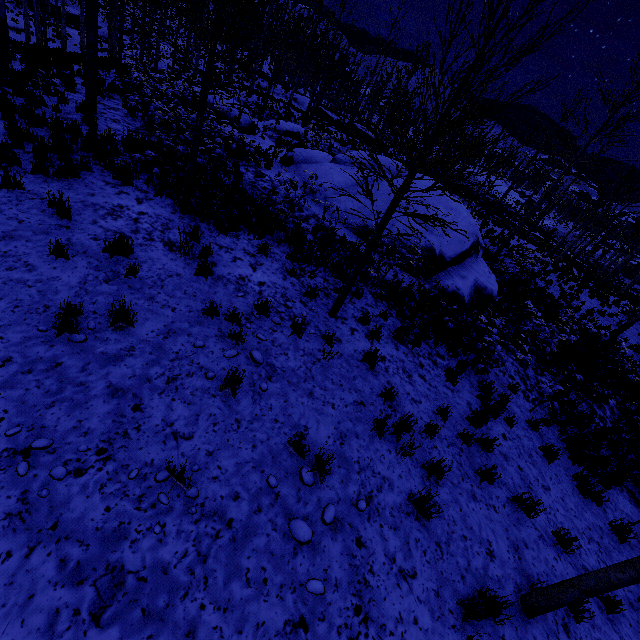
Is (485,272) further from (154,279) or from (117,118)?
(117,118)

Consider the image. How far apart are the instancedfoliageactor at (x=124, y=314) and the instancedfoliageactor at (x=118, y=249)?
1.3m

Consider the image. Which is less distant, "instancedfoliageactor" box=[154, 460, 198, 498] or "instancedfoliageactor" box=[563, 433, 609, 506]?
"instancedfoliageactor" box=[154, 460, 198, 498]

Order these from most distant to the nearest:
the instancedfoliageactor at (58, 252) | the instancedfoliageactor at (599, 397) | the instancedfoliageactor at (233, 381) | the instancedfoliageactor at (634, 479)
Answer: the instancedfoliageactor at (599, 397)
the instancedfoliageactor at (634, 479)
the instancedfoliageactor at (58, 252)
the instancedfoliageactor at (233, 381)

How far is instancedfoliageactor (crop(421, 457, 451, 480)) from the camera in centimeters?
476cm

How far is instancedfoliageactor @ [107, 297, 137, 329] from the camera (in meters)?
4.38

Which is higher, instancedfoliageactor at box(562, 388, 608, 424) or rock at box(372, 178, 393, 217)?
rock at box(372, 178, 393, 217)

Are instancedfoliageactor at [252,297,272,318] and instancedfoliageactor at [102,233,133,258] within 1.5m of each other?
no
